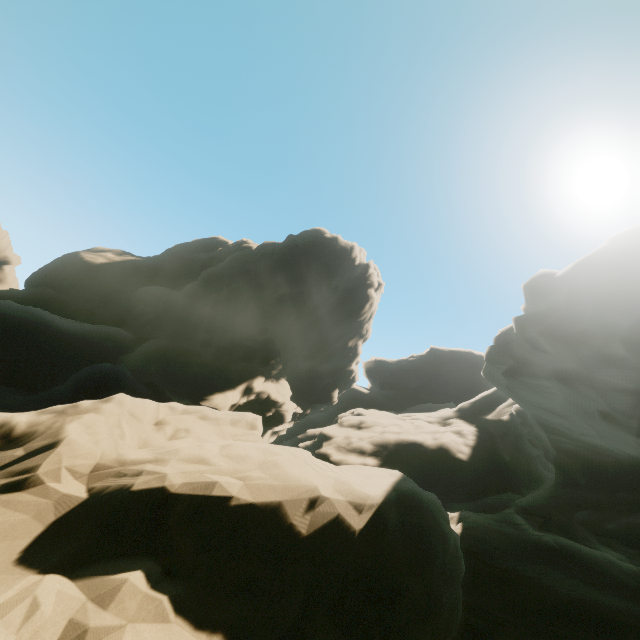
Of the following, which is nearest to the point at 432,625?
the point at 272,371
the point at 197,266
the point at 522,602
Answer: the point at 522,602
